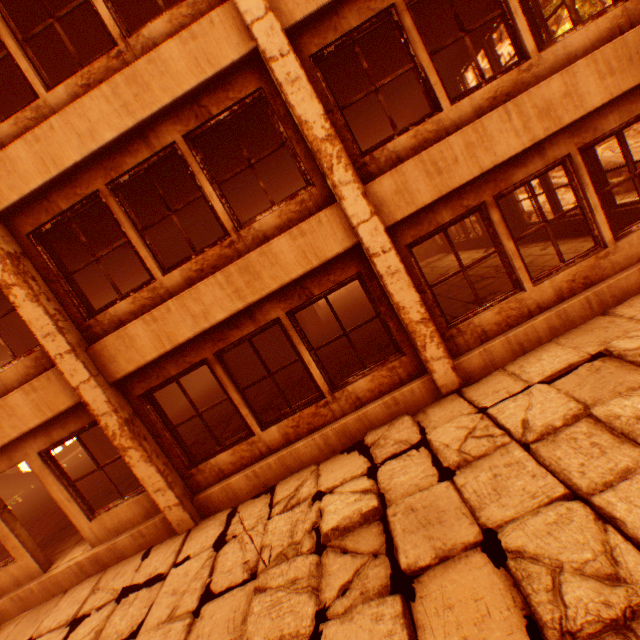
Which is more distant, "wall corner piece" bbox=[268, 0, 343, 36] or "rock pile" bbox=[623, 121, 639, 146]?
"rock pile" bbox=[623, 121, 639, 146]

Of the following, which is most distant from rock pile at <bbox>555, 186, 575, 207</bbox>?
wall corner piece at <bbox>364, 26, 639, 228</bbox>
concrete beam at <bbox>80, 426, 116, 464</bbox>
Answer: concrete beam at <bbox>80, 426, 116, 464</bbox>

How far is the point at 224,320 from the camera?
5.0m

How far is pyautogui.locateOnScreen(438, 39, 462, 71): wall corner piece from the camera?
7.9m

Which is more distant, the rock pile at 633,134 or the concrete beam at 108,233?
the rock pile at 633,134

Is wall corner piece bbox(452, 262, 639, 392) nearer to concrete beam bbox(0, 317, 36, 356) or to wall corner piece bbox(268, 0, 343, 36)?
wall corner piece bbox(268, 0, 343, 36)

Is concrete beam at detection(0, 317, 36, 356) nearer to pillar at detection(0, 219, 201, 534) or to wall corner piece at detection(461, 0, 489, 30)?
pillar at detection(0, 219, 201, 534)

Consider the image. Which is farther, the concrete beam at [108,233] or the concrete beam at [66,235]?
the concrete beam at [108,233]
